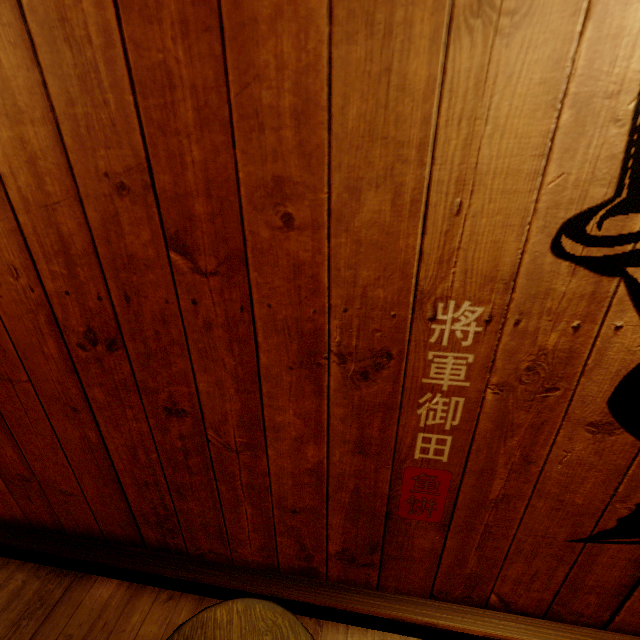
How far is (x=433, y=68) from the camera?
1.2m
